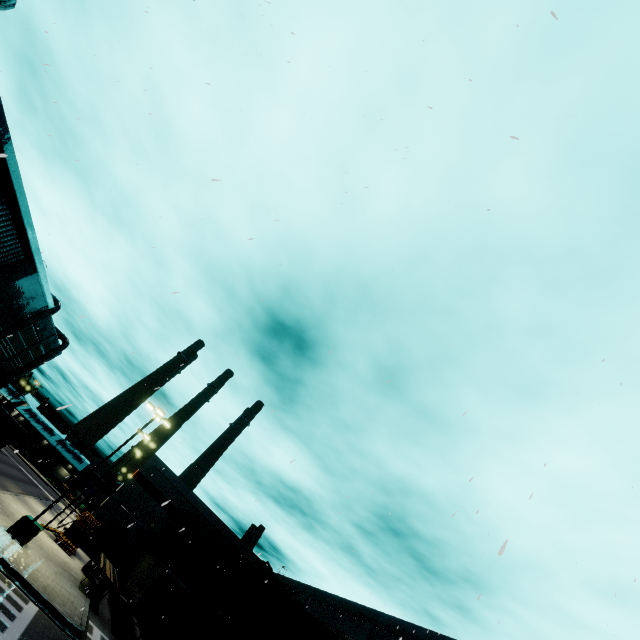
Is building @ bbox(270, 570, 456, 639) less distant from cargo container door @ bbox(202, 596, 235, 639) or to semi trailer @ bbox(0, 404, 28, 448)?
semi trailer @ bbox(0, 404, 28, 448)

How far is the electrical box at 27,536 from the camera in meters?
18.6 m

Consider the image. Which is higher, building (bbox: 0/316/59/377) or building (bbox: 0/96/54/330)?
building (bbox: 0/316/59/377)

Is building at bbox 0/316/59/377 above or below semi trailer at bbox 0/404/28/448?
above

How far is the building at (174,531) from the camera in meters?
36.1 m

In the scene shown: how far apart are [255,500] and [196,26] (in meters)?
14.53

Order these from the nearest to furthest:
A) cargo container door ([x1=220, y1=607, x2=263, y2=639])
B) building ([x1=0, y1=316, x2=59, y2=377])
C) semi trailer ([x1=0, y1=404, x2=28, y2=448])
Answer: cargo container door ([x1=220, y1=607, x2=263, y2=639]) < semi trailer ([x1=0, y1=404, x2=28, y2=448]) < building ([x1=0, y1=316, x2=59, y2=377])
